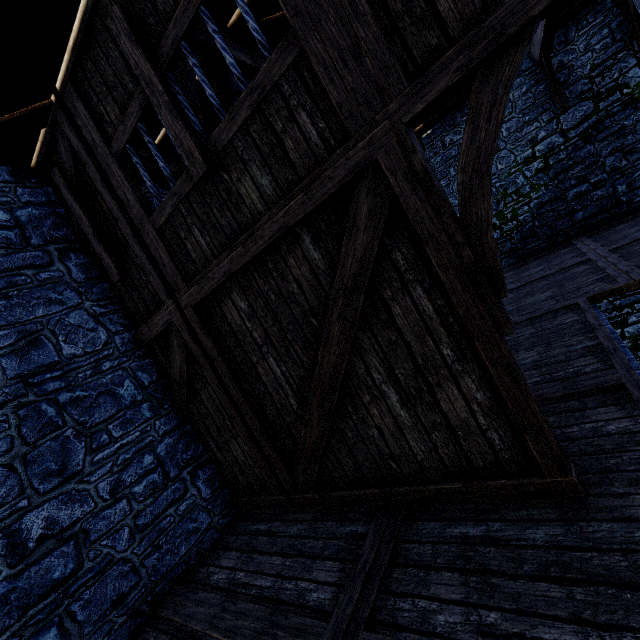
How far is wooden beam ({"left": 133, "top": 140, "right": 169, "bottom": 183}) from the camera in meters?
5.1

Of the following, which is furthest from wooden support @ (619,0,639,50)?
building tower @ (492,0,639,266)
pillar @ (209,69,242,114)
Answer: pillar @ (209,69,242,114)

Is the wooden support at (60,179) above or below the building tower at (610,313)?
above

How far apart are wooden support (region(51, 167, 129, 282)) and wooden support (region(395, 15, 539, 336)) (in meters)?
3.76

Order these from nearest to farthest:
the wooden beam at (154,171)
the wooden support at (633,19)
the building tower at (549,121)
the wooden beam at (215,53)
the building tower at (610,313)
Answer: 1. the wooden beam at (215,53)
2. the wooden beam at (154,171)
3. the wooden support at (633,19)
4. the building tower at (549,121)
5. the building tower at (610,313)

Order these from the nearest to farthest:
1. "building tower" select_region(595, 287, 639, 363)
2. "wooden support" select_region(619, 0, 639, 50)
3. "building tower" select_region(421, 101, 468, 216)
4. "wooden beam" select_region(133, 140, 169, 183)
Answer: "wooden beam" select_region(133, 140, 169, 183) → "wooden support" select_region(619, 0, 639, 50) → "building tower" select_region(595, 287, 639, 363) → "building tower" select_region(421, 101, 468, 216)

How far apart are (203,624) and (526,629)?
2.9m

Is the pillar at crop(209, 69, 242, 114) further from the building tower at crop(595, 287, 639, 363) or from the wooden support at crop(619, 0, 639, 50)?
the wooden support at crop(619, 0, 639, 50)
